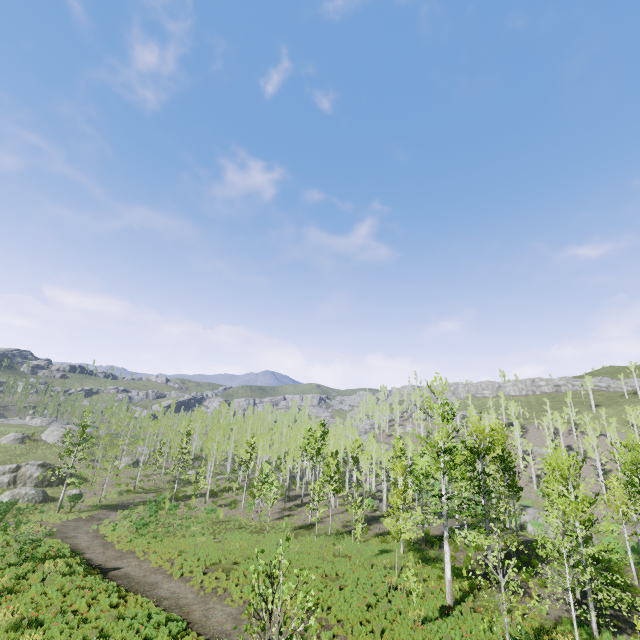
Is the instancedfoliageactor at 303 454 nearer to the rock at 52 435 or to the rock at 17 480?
the rock at 17 480

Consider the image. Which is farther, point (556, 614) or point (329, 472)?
point (329, 472)

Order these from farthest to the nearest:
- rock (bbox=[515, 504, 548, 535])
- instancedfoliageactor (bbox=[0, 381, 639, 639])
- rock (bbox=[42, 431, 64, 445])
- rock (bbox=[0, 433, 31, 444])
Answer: rock (bbox=[42, 431, 64, 445])
rock (bbox=[0, 433, 31, 444])
rock (bbox=[515, 504, 548, 535])
instancedfoliageactor (bbox=[0, 381, 639, 639])

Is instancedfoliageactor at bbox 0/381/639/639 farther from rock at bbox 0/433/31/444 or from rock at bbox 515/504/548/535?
rock at bbox 0/433/31/444

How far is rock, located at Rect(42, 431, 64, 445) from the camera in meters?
57.8 m

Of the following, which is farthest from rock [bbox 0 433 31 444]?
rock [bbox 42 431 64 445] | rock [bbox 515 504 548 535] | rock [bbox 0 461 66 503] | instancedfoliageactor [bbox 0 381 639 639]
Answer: rock [bbox 515 504 548 535]

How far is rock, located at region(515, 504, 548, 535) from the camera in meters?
38.0

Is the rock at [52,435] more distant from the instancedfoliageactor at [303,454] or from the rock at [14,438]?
the instancedfoliageactor at [303,454]
